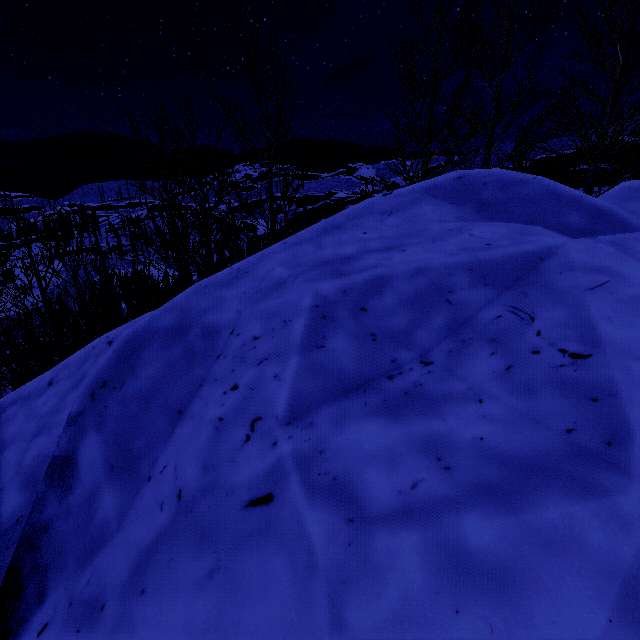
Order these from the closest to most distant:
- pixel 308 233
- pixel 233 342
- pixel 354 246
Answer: pixel 233 342
pixel 354 246
pixel 308 233

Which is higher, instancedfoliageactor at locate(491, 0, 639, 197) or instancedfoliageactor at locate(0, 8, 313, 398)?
instancedfoliageactor at locate(491, 0, 639, 197)

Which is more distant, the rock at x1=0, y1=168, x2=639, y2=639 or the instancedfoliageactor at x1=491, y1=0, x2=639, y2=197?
the instancedfoliageactor at x1=491, y1=0, x2=639, y2=197

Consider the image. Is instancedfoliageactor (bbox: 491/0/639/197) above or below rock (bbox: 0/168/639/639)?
above

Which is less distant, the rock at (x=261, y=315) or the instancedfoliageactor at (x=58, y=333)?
the rock at (x=261, y=315)
